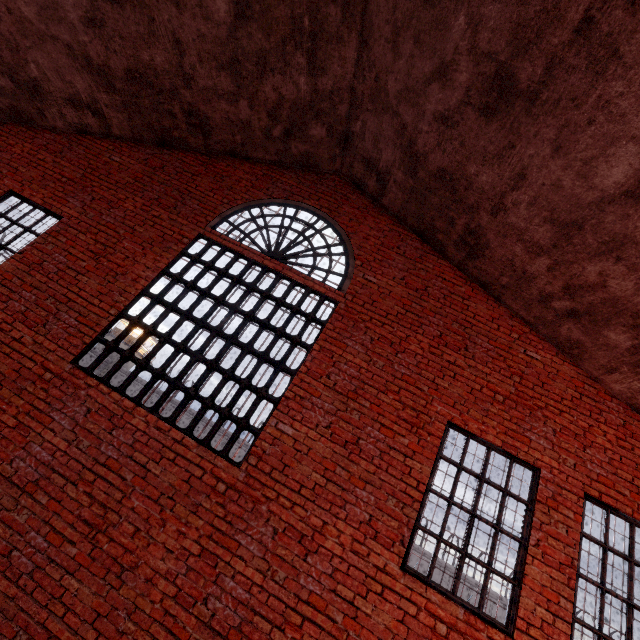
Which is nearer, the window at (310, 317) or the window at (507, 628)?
the window at (507, 628)

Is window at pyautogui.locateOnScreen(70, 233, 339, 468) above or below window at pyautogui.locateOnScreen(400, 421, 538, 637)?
above

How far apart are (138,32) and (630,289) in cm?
841

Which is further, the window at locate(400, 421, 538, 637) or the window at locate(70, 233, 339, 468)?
the window at locate(70, 233, 339, 468)

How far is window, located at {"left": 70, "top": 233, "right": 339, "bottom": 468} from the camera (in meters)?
4.55

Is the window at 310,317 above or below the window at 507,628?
above
